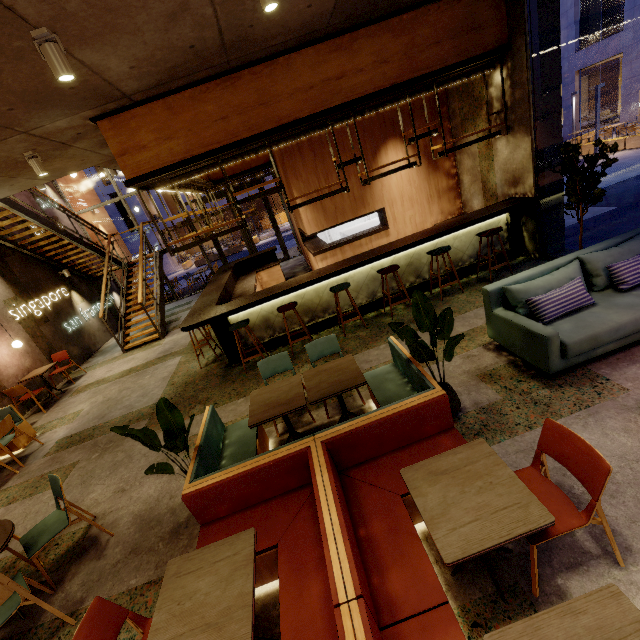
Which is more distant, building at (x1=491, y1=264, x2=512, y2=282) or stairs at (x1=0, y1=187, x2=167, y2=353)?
stairs at (x1=0, y1=187, x2=167, y2=353)

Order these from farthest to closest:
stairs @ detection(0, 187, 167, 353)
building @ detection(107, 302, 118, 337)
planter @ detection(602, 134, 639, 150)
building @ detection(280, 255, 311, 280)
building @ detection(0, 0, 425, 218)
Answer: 1. planter @ detection(602, 134, 639, 150)
2. building @ detection(107, 302, 118, 337)
3. building @ detection(280, 255, 311, 280)
4. stairs @ detection(0, 187, 167, 353)
5. building @ detection(0, 0, 425, 218)

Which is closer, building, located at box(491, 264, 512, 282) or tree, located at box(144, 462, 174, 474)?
tree, located at box(144, 462, 174, 474)

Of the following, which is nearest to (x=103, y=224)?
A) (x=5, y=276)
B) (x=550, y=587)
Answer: (x=5, y=276)

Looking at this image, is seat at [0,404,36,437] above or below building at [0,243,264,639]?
above

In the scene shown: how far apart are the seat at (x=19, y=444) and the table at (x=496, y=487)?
6.6m

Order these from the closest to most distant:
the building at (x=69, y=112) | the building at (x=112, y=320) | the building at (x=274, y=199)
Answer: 1. the building at (x=69, y=112)
2. the building at (x=112, y=320)
3. the building at (x=274, y=199)

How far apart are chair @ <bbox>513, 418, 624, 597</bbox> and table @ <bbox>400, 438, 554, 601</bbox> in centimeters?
31cm
